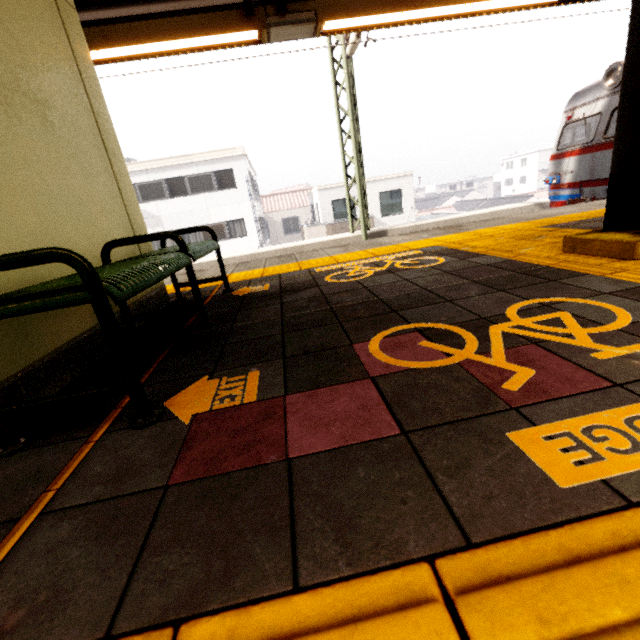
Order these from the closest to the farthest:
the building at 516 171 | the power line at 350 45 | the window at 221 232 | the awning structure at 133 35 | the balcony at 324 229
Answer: the awning structure at 133 35, the power line at 350 45, the balcony at 324 229, the window at 221 232, the building at 516 171

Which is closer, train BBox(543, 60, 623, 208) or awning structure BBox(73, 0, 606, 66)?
awning structure BBox(73, 0, 606, 66)

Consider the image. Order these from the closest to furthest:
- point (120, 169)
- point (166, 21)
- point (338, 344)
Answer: point (338, 344) → point (120, 169) → point (166, 21)

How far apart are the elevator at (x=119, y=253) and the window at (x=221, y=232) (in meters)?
18.74

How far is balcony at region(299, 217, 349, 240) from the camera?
18.92m

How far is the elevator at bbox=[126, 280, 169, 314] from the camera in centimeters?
267cm

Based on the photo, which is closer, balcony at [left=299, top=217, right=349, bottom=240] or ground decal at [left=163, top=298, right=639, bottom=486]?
ground decal at [left=163, top=298, right=639, bottom=486]
